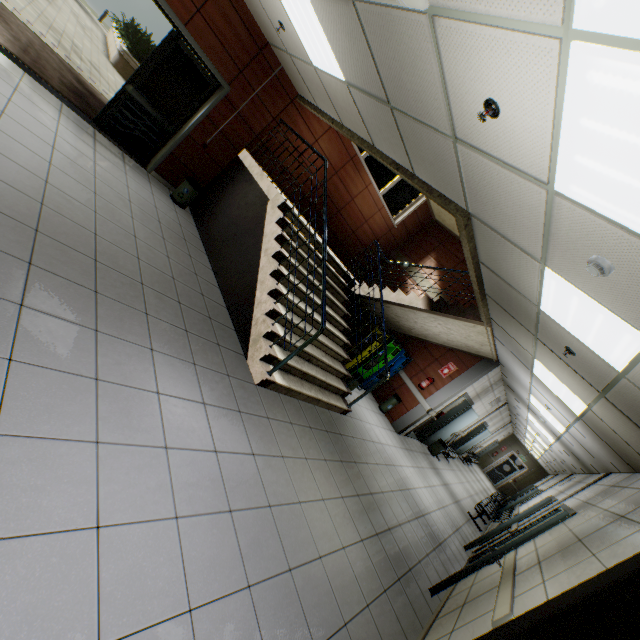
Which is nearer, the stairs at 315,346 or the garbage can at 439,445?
the stairs at 315,346

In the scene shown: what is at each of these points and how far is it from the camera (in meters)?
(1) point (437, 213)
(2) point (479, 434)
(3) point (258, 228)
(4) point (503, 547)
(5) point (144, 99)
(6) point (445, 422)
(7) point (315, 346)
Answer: (1) stairs, 10.16
(2) door, 15.19
(3) building, 5.65
(4) door, 4.03
(5) door, 5.71
(6) door, 10.52
(7) stairs, 5.75

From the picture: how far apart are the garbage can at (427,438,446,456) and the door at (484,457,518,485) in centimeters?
1473cm

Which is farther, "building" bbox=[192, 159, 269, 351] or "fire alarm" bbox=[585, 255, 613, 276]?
"building" bbox=[192, 159, 269, 351]

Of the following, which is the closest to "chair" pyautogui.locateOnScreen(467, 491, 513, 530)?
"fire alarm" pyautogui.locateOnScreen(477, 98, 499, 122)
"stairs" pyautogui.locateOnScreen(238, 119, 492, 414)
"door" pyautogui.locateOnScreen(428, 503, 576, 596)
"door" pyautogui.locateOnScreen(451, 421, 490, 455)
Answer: "door" pyautogui.locateOnScreen(428, 503, 576, 596)

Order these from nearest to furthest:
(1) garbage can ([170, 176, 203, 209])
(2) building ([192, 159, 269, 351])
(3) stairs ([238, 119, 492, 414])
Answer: (3) stairs ([238, 119, 492, 414]) < (2) building ([192, 159, 269, 351]) < (1) garbage can ([170, 176, 203, 209])

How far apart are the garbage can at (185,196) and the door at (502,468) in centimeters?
2489cm

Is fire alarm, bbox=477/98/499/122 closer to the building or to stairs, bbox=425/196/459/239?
stairs, bbox=425/196/459/239
